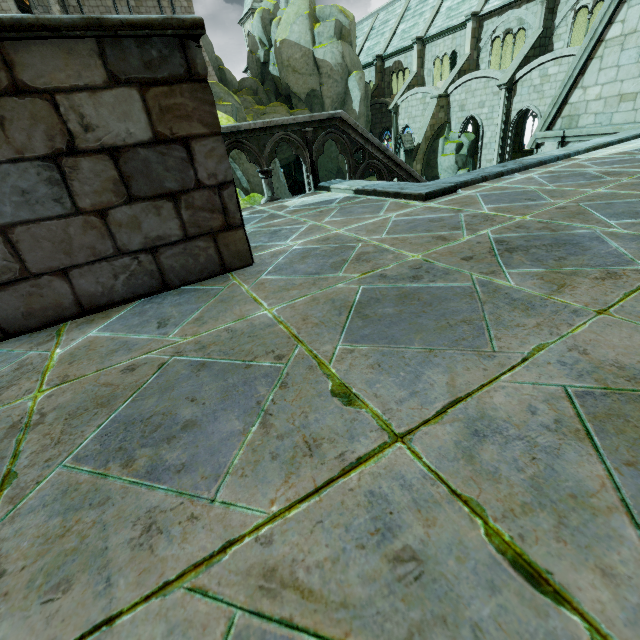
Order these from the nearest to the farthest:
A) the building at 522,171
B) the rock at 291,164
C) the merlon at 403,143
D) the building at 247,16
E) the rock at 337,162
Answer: the building at 522,171 → the rock at 291,164 → the merlon at 403,143 → the rock at 337,162 → the building at 247,16

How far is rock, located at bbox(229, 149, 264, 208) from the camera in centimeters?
893cm

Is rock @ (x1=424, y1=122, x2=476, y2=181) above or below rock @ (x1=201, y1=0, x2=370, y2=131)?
below

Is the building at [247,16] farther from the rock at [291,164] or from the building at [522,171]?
the rock at [291,164]

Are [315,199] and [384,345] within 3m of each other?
no

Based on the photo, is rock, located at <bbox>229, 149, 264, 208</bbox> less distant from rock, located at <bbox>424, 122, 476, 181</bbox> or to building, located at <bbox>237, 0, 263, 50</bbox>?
rock, located at <bbox>424, 122, 476, 181</bbox>

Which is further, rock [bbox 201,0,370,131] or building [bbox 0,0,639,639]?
rock [bbox 201,0,370,131]

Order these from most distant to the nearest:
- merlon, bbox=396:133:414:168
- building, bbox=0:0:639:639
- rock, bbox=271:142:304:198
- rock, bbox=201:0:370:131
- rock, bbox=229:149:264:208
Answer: rock, bbox=201:0:370:131 < merlon, bbox=396:133:414:168 < rock, bbox=271:142:304:198 < rock, bbox=229:149:264:208 < building, bbox=0:0:639:639
